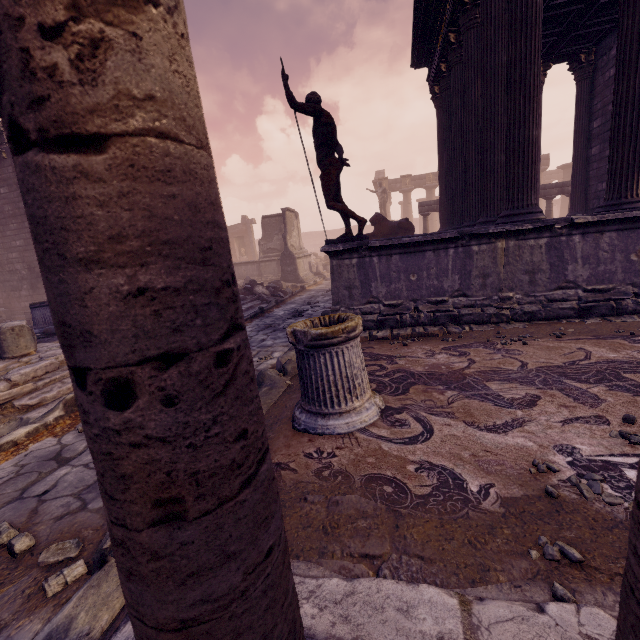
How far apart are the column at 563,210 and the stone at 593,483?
35.1 meters

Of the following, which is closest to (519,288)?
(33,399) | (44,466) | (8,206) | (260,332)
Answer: (260,332)

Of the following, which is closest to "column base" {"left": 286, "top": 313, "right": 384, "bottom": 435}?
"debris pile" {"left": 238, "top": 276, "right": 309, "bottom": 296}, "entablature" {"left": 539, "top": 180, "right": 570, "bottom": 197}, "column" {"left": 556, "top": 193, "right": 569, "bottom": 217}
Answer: "debris pile" {"left": 238, "top": 276, "right": 309, "bottom": 296}

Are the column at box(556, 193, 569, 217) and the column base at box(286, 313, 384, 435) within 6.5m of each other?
no

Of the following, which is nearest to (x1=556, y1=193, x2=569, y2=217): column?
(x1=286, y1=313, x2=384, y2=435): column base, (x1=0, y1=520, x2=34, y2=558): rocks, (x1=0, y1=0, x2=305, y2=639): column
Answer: (x1=286, y1=313, x2=384, y2=435): column base

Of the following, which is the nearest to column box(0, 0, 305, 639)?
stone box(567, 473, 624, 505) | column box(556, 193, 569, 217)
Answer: stone box(567, 473, 624, 505)

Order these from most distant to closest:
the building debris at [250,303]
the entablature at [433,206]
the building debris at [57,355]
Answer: the entablature at [433,206] → the building debris at [250,303] → the building debris at [57,355]

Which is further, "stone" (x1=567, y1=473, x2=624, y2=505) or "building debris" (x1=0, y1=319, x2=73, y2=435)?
"building debris" (x1=0, y1=319, x2=73, y2=435)
